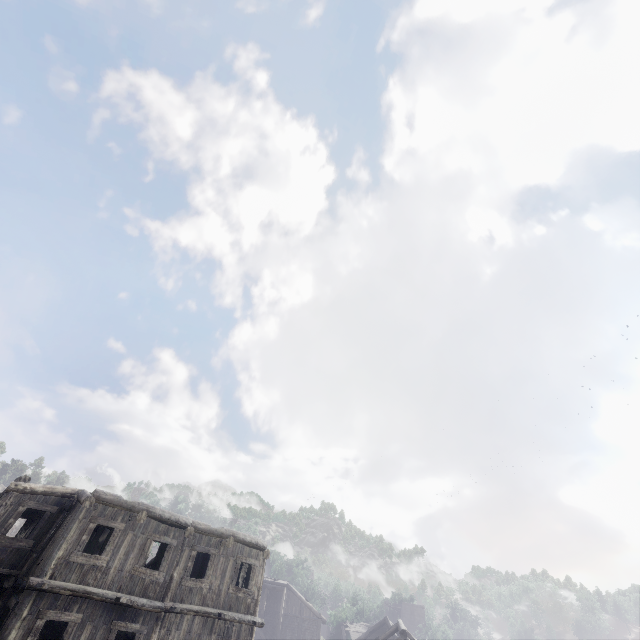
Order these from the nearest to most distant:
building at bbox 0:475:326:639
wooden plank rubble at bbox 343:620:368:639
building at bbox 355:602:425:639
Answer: building at bbox 0:475:326:639
building at bbox 355:602:425:639
wooden plank rubble at bbox 343:620:368:639

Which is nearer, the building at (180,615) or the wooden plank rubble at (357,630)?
the building at (180,615)

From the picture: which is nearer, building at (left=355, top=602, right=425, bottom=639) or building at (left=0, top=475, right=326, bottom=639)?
building at (left=0, top=475, right=326, bottom=639)

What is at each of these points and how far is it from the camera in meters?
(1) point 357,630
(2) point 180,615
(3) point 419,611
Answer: (1) wooden plank rubble, 41.2 m
(2) building, 12.9 m
(3) building, 58.1 m

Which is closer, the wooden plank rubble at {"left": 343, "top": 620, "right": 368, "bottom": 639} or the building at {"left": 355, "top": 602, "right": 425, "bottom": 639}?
the building at {"left": 355, "top": 602, "right": 425, "bottom": 639}
